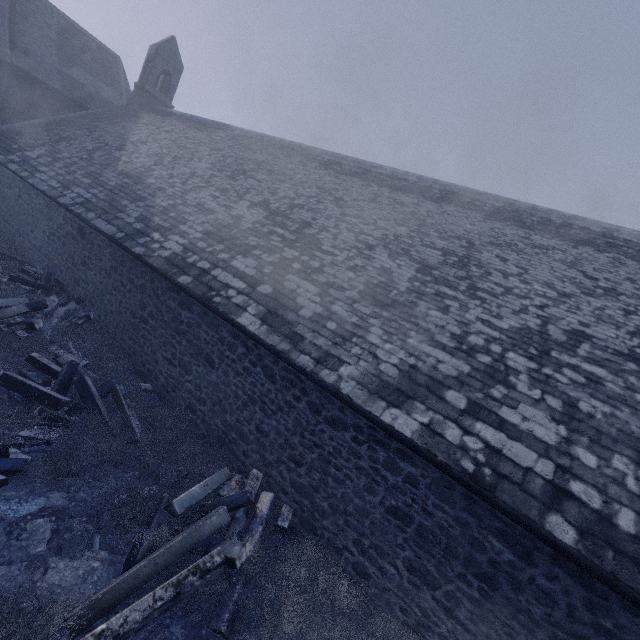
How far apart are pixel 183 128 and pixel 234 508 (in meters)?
17.94

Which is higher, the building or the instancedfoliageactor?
the building

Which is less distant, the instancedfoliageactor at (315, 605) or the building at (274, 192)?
the instancedfoliageactor at (315, 605)

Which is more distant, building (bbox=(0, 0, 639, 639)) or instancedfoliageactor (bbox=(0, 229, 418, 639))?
building (bbox=(0, 0, 639, 639))

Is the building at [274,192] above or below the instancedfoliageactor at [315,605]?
above
